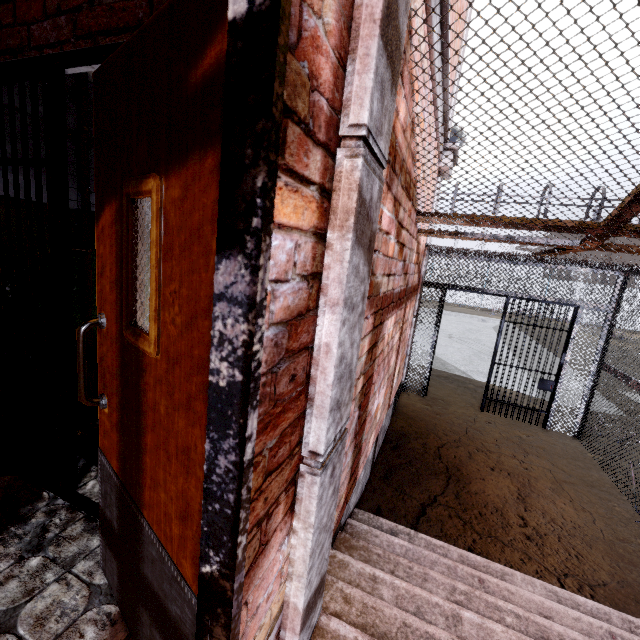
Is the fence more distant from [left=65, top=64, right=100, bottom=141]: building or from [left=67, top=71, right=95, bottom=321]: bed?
[left=67, top=71, right=95, bottom=321]: bed

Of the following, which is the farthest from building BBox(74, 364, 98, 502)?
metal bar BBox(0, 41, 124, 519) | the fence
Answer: the fence

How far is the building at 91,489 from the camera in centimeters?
207cm

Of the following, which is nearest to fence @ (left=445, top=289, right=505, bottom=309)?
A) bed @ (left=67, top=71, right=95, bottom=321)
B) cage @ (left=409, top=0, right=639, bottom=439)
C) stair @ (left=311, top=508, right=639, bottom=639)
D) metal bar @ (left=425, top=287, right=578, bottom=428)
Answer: cage @ (left=409, top=0, right=639, bottom=439)

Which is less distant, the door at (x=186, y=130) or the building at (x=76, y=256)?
the door at (x=186, y=130)

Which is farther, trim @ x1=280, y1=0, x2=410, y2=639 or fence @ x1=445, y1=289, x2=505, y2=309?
fence @ x1=445, y1=289, x2=505, y2=309

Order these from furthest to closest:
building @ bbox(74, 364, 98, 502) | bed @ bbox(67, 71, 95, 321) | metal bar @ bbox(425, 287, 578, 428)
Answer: metal bar @ bbox(425, 287, 578, 428)
bed @ bbox(67, 71, 95, 321)
building @ bbox(74, 364, 98, 502)

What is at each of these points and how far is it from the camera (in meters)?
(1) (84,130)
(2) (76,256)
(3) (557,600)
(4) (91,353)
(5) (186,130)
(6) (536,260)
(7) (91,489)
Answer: (1) bed, 2.68
(2) building, 2.92
(3) stair, 2.48
(4) bed, 2.90
(5) door, 0.76
(6) cage, 4.82
(7) building, 2.06
